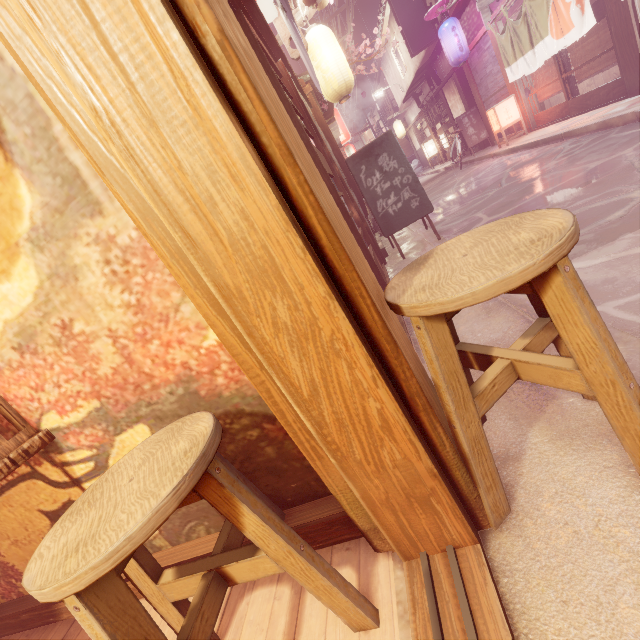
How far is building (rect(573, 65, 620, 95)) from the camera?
15.14m

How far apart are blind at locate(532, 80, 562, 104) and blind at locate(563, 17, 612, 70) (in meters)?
0.16

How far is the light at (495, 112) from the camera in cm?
1579

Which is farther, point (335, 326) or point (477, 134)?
point (477, 134)

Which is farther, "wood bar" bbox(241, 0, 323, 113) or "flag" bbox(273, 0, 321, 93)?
"wood bar" bbox(241, 0, 323, 113)

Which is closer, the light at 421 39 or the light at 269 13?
the light at 269 13

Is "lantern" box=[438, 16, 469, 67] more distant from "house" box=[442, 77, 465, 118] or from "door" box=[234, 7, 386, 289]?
"door" box=[234, 7, 386, 289]

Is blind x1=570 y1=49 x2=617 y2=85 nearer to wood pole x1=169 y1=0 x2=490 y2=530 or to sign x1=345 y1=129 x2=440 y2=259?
sign x1=345 y1=129 x2=440 y2=259
